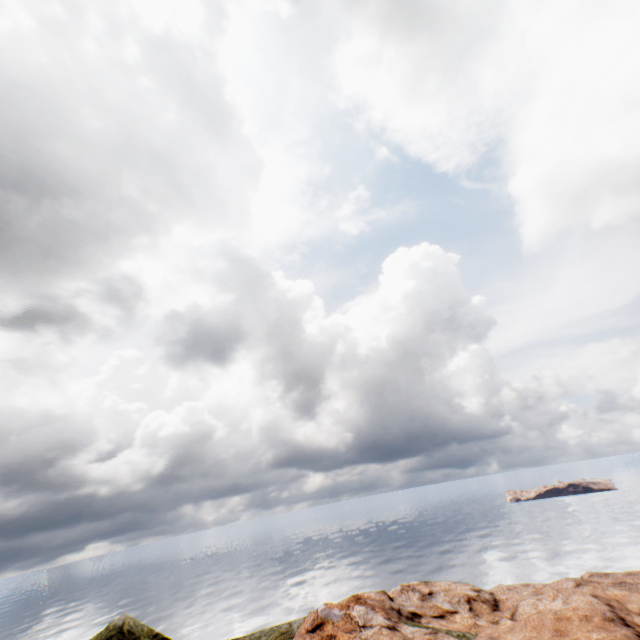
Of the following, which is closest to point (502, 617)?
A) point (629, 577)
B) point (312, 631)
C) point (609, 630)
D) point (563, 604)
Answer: point (563, 604)
